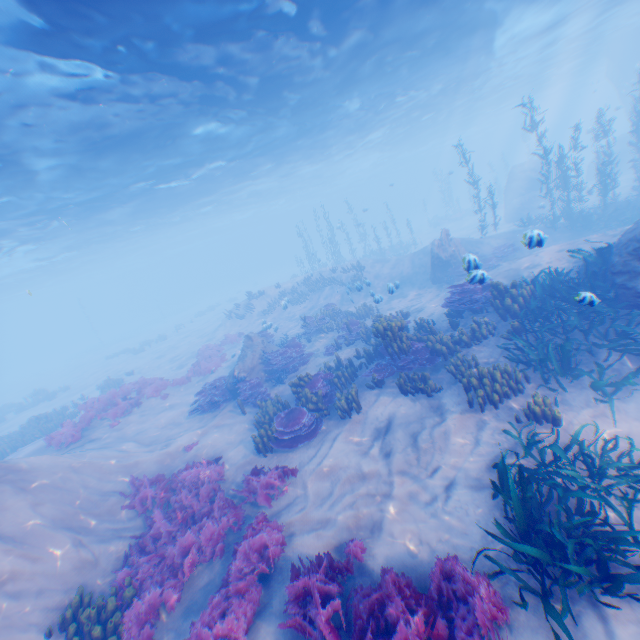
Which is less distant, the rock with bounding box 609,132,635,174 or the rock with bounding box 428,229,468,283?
the rock with bounding box 428,229,468,283

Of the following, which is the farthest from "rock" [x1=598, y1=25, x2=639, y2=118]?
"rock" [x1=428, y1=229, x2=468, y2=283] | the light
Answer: "rock" [x1=428, y1=229, x2=468, y2=283]

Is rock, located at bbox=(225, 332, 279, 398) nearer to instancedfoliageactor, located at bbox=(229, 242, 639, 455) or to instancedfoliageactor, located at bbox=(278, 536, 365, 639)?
instancedfoliageactor, located at bbox=(278, 536, 365, 639)

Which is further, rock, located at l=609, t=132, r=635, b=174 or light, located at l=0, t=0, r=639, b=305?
rock, located at l=609, t=132, r=635, b=174

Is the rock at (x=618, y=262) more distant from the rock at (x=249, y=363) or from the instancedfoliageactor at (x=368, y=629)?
the rock at (x=249, y=363)

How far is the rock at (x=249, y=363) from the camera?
14.2m

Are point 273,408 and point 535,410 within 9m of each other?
yes

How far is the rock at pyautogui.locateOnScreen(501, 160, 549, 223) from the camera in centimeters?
2800cm
